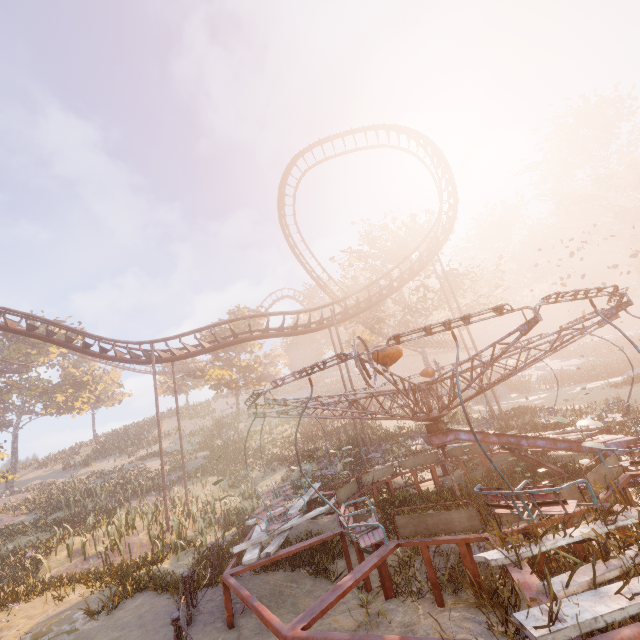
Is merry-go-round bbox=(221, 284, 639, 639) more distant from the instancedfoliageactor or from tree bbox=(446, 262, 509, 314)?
the instancedfoliageactor

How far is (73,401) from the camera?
40.6m

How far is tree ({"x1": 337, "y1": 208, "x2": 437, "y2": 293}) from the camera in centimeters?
2959cm

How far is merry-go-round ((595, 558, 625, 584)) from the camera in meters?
3.6

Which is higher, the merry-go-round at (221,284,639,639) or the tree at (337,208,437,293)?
the tree at (337,208,437,293)

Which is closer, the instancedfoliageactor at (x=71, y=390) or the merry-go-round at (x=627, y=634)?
the merry-go-round at (x=627, y=634)

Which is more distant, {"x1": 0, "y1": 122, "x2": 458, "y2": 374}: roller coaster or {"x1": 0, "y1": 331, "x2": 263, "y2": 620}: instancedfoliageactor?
{"x1": 0, "y1": 122, "x2": 458, "y2": 374}: roller coaster

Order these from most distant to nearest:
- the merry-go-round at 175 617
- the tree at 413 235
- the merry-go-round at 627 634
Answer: the tree at 413 235 < the merry-go-round at 175 617 < the merry-go-round at 627 634
